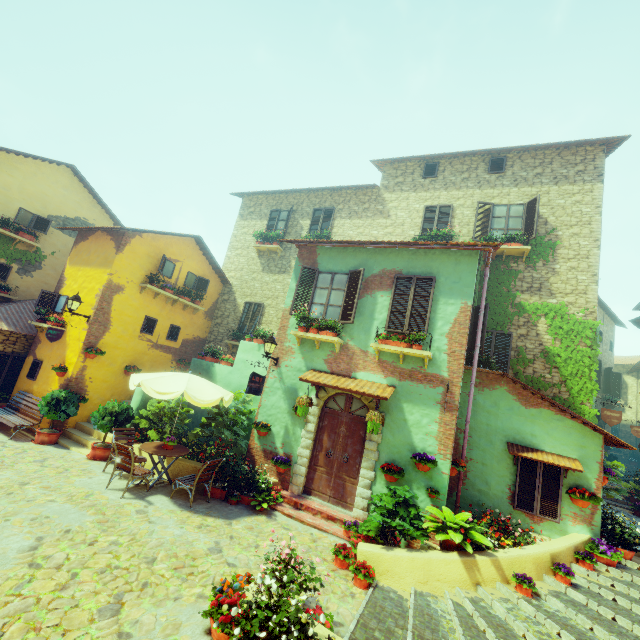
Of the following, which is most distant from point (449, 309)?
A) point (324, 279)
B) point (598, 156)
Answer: point (598, 156)

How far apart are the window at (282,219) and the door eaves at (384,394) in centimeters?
815cm

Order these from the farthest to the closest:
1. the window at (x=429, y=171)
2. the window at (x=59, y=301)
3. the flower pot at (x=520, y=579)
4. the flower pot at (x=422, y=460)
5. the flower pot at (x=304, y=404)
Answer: the window at (x=429, y=171) < the window at (x=59, y=301) < the flower pot at (x=304, y=404) < the flower pot at (x=422, y=460) < the flower pot at (x=520, y=579)

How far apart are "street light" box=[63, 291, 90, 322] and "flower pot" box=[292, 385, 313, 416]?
7.85m

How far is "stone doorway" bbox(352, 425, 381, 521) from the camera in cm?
781

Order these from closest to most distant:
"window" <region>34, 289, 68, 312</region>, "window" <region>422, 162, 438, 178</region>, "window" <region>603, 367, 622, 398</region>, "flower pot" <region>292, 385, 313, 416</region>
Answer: "flower pot" <region>292, 385, 313, 416</region> < "window" <region>34, 289, 68, 312</region> < "window" <region>422, 162, 438, 178</region> < "window" <region>603, 367, 622, 398</region>

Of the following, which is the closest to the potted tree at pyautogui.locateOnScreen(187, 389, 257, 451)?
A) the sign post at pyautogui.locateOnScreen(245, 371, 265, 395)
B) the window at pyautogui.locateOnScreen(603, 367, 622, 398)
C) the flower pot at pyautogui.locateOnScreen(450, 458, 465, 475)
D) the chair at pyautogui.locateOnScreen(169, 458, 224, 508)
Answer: the chair at pyautogui.locateOnScreen(169, 458, 224, 508)

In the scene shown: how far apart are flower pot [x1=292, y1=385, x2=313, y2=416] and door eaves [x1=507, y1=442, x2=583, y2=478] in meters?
5.0 m
